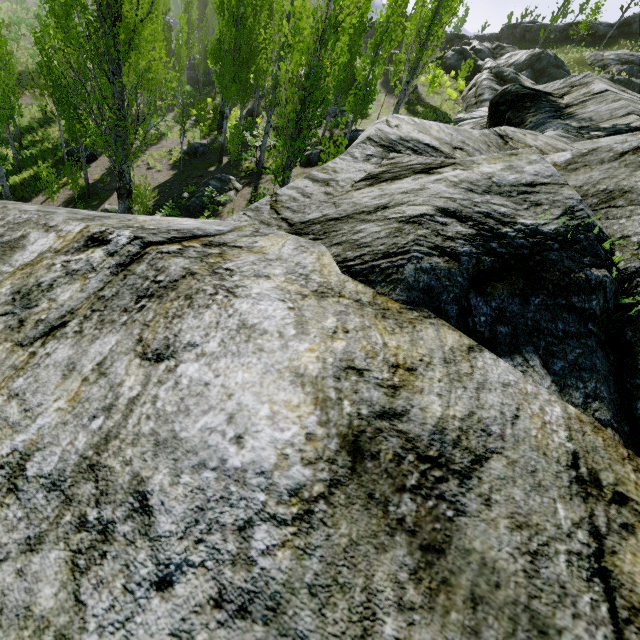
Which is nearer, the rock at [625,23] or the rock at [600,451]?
the rock at [600,451]

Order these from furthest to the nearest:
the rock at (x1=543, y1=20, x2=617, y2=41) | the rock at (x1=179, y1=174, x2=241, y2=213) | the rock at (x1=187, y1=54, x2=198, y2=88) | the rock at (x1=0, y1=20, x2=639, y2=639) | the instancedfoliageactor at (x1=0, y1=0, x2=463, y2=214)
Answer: the rock at (x1=543, y1=20, x2=617, y2=41) < the rock at (x1=187, y1=54, x2=198, y2=88) < the rock at (x1=179, y1=174, x2=241, y2=213) < the instancedfoliageactor at (x1=0, y1=0, x2=463, y2=214) < the rock at (x1=0, y1=20, x2=639, y2=639)

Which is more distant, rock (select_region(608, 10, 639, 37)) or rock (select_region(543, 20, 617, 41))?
rock (select_region(543, 20, 617, 41))

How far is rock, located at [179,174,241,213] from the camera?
14.2m

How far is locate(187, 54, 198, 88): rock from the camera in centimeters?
4084cm

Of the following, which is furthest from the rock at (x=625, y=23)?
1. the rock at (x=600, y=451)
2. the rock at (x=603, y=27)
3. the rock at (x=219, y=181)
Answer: the rock at (x=219, y=181)

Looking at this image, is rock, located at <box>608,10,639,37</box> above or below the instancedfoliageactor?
above

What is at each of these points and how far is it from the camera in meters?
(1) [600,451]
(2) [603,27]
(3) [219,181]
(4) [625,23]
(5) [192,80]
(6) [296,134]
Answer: (1) rock, 0.8
(2) rock, 47.4
(3) rock, 15.1
(4) rock, 47.5
(5) rock, 40.9
(6) instancedfoliageactor, 7.6
